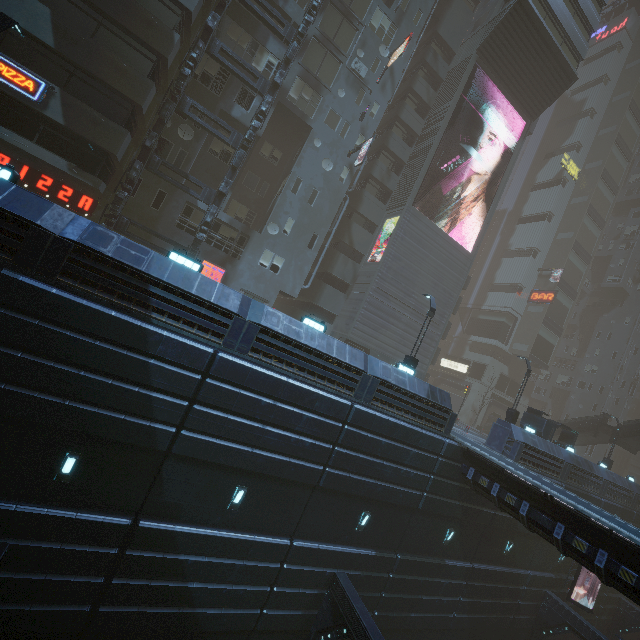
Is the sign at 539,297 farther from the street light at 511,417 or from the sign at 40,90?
the sign at 40,90

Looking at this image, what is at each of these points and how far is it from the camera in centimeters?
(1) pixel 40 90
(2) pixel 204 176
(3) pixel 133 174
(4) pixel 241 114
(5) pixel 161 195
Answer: (1) sign, 1520cm
(2) building, 2273cm
(3) building structure, 1781cm
(4) building, 2189cm
(5) building, 2059cm

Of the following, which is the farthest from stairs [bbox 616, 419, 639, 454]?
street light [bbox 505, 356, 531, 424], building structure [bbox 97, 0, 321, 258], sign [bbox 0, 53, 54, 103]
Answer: sign [bbox 0, 53, 54, 103]

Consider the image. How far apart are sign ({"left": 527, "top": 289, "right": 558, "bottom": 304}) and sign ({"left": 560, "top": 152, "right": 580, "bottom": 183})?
17.80m

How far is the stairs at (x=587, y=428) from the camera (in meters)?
31.64

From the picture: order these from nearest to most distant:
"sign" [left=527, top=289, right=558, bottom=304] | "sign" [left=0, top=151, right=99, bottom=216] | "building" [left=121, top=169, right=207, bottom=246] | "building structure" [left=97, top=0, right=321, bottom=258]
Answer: "sign" [left=0, top=151, right=99, bottom=216] → "building structure" [left=97, top=0, right=321, bottom=258] → "building" [left=121, top=169, right=207, bottom=246] → "sign" [left=527, top=289, right=558, bottom=304]

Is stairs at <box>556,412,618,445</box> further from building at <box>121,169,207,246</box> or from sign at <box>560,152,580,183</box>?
sign at <box>560,152,580,183</box>

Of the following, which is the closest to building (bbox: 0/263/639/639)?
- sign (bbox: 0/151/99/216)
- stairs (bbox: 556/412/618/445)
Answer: sign (bbox: 0/151/99/216)
